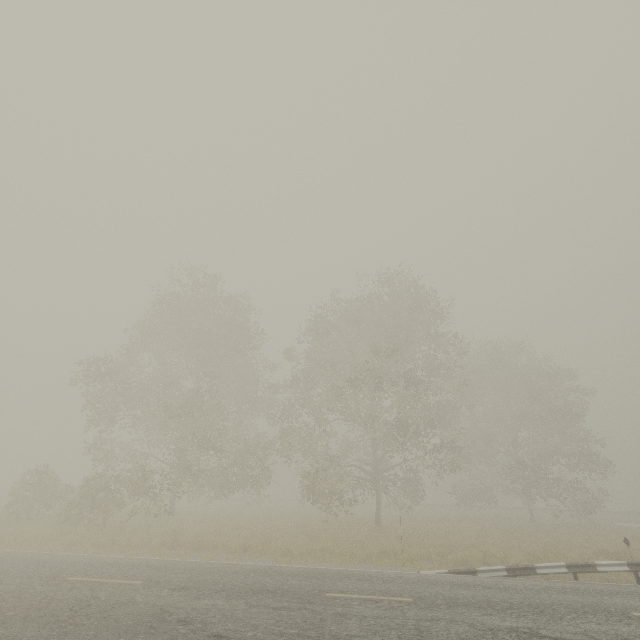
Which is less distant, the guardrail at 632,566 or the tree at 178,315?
the guardrail at 632,566

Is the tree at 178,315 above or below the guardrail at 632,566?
above

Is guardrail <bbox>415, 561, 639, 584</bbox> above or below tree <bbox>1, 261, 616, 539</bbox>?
below

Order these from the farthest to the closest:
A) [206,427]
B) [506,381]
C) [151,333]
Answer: [506,381] < [206,427] < [151,333]

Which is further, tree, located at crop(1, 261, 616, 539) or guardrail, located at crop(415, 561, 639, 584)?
tree, located at crop(1, 261, 616, 539)
